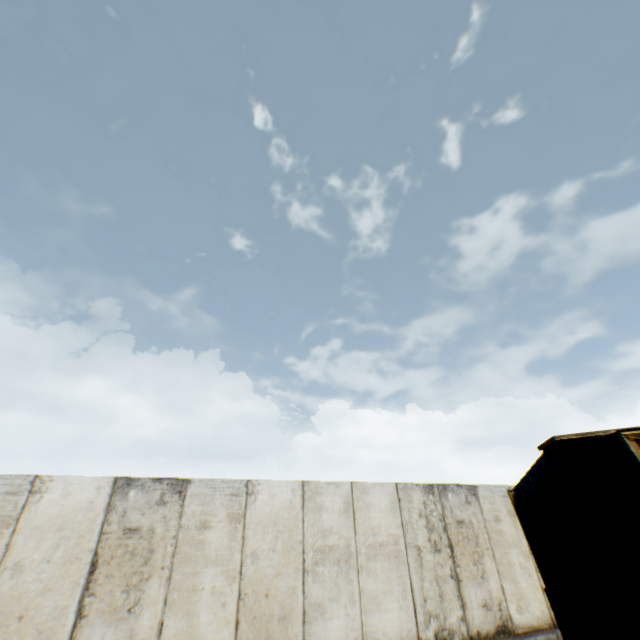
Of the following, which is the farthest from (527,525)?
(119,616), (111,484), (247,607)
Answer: (111,484)
